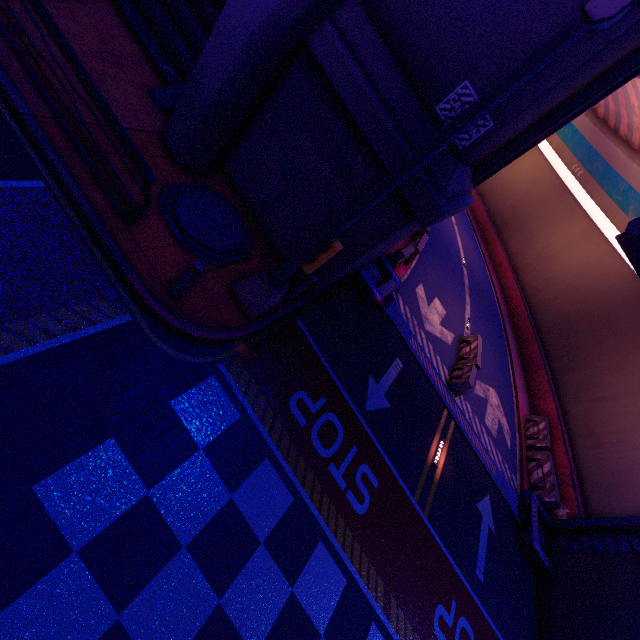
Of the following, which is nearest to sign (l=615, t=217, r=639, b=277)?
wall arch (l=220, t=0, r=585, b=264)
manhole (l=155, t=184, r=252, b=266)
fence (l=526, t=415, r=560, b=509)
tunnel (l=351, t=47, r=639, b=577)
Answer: manhole (l=155, t=184, r=252, b=266)

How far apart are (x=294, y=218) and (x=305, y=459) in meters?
5.4 m

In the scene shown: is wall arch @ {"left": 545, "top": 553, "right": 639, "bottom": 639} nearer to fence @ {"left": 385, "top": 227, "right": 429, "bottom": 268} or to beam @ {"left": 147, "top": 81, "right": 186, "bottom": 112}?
beam @ {"left": 147, "top": 81, "right": 186, "bottom": 112}

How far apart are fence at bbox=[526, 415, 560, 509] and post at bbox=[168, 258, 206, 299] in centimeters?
1536cm

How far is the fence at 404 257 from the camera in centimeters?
1259cm

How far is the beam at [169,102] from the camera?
7.61m

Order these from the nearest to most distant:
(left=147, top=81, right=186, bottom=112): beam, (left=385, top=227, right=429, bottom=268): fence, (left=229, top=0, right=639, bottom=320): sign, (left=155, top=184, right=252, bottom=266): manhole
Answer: (left=229, top=0, right=639, bottom=320): sign → (left=155, top=184, right=252, bottom=266): manhole → (left=147, top=81, right=186, bottom=112): beam → (left=385, top=227, right=429, bottom=268): fence

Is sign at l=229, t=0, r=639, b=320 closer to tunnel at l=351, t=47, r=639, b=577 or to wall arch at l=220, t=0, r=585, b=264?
wall arch at l=220, t=0, r=585, b=264
